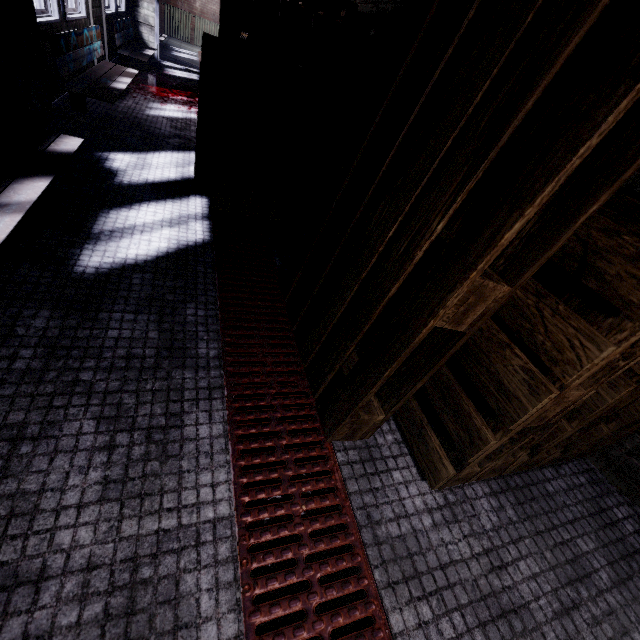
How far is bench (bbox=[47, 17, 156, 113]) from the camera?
2.8m

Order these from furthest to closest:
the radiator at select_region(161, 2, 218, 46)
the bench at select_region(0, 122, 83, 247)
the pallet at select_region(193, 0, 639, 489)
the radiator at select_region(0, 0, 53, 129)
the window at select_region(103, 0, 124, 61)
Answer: the radiator at select_region(161, 2, 218, 46) < the window at select_region(103, 0, 124, 61) < the radiator at select_region(0, 0, 53, 129) < the bench at select_region(0, 122, 83, 247) < the pallet at select_region(193, 0, 639, 489)

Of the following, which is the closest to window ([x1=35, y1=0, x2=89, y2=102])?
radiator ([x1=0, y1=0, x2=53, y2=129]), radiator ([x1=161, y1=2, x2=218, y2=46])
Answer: radiator ([x1=0, y1=0, x2=53, y2=129])

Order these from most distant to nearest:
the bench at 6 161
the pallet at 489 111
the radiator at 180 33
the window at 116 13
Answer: the radiator at 180 33, the window at 116 13, the bench at 6 161, the pallet at 489 111

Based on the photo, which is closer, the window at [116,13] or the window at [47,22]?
the window at [47,22]

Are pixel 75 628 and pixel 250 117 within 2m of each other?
no

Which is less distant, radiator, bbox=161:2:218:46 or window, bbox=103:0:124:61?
window, bbox=103:0:124:61

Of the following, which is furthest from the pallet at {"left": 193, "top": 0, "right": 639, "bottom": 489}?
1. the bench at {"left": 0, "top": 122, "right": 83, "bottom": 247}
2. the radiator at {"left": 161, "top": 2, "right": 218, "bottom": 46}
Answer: the radiator at {"left": 161, "top": 2, "right": 218, "bottom": 46}
